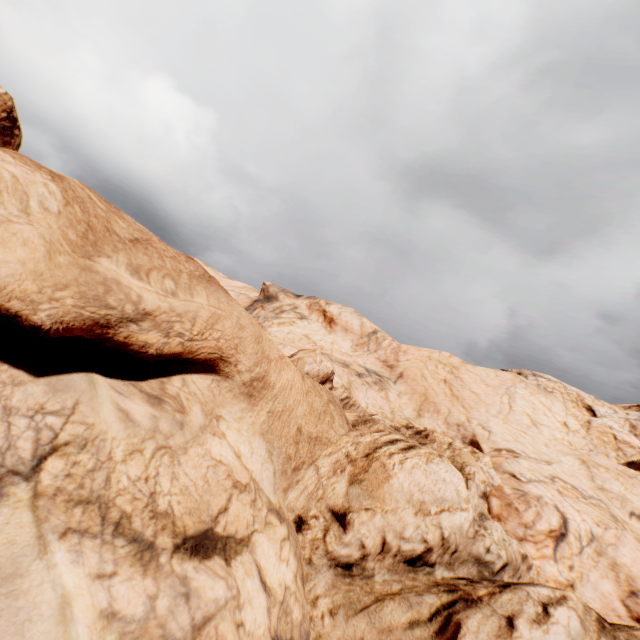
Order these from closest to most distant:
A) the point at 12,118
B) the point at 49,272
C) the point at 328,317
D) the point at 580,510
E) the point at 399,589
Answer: the point at 49,272
the point at 399,589
the point at 580,510
the point at 328,317
the point at 12,118
